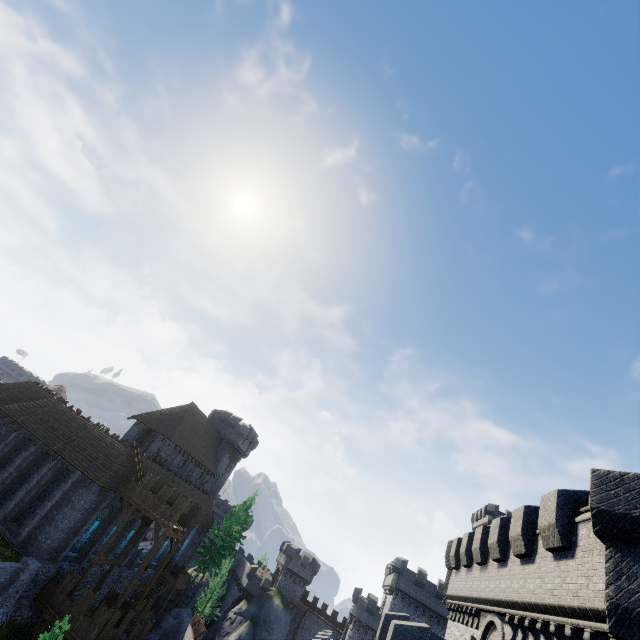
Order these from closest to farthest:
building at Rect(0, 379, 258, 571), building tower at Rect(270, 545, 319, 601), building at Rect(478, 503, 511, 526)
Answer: building at Rect(0, 379, 258, 571) → building at Rect(478, 503, 511, 526) → building tower at Rect(270, 545, 319, 601)

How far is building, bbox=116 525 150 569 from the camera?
32.7 meters

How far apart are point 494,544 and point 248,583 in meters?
58.3 m

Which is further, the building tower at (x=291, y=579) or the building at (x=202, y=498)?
the building tower at (x=291, y=579)

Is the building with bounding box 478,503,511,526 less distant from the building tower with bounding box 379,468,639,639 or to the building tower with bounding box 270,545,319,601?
the building tower with bounding box 270,545,319,601

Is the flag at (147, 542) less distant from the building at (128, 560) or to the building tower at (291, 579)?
the building at (128, 560)

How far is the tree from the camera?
43.16m

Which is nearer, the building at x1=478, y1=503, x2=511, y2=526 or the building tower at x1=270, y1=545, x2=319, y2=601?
the building at x1=478, y1=503, x2=511, y2=526
